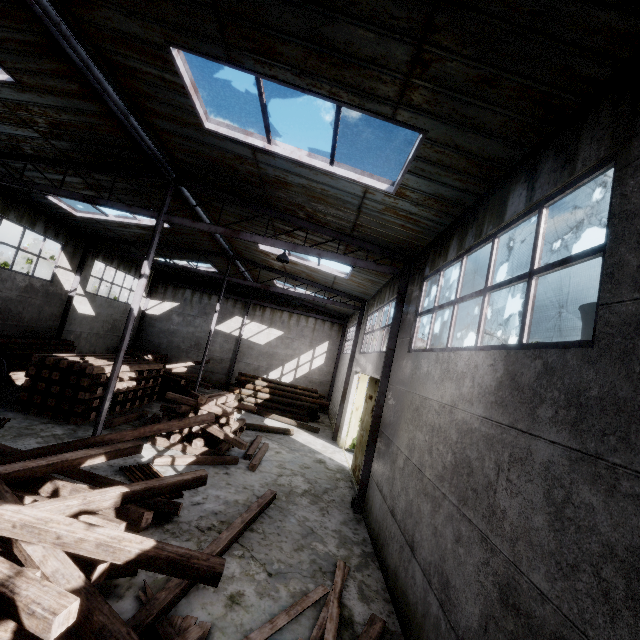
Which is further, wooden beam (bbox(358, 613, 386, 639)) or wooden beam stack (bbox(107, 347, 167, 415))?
wooden beam stack (bbox(107, 347, 167, 415))

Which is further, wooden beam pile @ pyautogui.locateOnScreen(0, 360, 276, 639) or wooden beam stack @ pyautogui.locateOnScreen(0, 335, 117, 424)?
wooden beam stack @ pyautogui.locateOnScreen(0, 335, 117, 424)

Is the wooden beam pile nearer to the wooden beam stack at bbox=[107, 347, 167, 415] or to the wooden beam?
the wooden beam

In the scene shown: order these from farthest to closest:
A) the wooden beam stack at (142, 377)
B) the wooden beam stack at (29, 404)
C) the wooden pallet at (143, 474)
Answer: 1. the wooden beam stack at (142, 377)
2. the wooden beam stack at (29, 404)
3. the wooden pallet at (143, 474)

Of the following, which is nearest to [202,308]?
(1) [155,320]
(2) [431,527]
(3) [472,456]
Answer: (1) [155,320]

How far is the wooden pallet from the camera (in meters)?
8.26

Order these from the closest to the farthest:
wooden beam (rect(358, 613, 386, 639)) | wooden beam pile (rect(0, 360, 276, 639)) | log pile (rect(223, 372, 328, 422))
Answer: wooden beam pile (rect(0, 360, 276, 639)), wooden beam (rect(358, 613, 386, 639)), log pile (rect(223, 372, 328, 422))

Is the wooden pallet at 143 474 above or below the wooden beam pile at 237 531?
below
